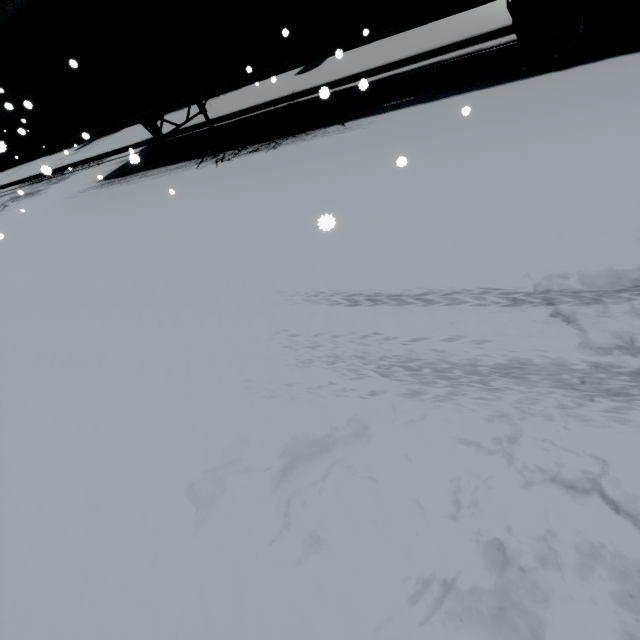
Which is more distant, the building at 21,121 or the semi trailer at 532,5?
the building at 21,121

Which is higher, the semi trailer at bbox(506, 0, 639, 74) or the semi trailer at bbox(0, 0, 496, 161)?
the semi trailer at bbox(0, 0, 496, 161)

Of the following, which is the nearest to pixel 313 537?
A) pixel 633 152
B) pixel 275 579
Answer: pixel 275 579

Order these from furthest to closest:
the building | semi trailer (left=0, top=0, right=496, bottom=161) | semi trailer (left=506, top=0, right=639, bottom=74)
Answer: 1. the building
2. semi trailer (left=0, top=0, right=496, bottom=161)
3. semi trailer (left=506, top=0, right=639, bottom=74)

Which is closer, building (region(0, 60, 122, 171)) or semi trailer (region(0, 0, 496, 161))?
semi trailer (region(0, 0, 496, 161))

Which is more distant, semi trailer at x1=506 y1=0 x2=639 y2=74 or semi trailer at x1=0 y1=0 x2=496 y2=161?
semi trailer at x1=0 y1=0 x2=496 y2=161

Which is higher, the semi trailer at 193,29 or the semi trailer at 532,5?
the semi trailer at 193,29
